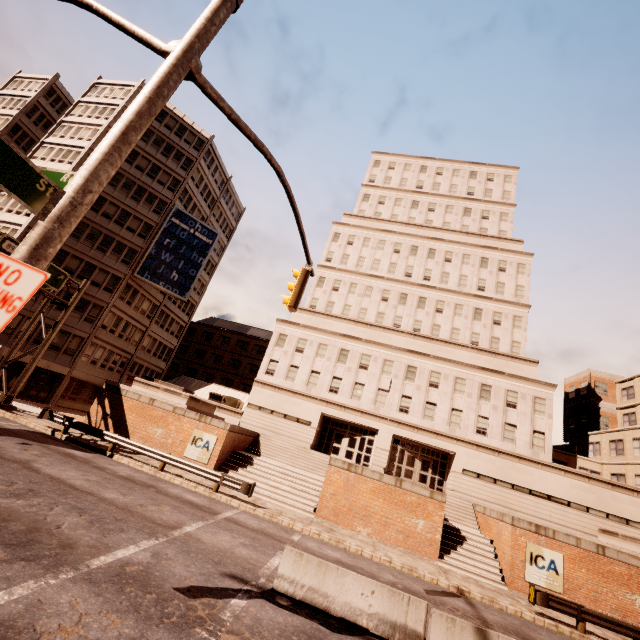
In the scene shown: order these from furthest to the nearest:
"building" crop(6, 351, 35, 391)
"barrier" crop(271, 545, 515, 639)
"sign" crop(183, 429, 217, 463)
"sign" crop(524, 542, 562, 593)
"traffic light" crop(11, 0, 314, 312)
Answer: "building" crop(6, 351, 35, 391)
"sign" crop(183, 429, 217, 463)
"sign" crop(524, 542, 562, 593)
"barrier" crop(271, 545, 515, 639)
"traffic light" crop(11, 0, 314, 312)

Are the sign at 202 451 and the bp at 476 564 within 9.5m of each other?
no

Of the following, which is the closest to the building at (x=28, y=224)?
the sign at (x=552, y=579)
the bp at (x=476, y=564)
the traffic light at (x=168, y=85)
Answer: the traffic light at (x=168, y=85)

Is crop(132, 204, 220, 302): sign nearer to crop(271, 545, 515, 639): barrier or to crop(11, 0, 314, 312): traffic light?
crop(11, 0, 314, 312): traffic light

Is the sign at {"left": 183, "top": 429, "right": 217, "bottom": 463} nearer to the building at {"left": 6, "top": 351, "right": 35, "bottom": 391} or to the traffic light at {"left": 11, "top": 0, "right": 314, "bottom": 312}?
the traffic light at {"left": 11, "top": 0, "right": 314, "bottom": 312}

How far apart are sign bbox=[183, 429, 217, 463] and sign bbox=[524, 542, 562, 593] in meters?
18.7

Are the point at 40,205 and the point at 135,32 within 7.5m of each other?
yes

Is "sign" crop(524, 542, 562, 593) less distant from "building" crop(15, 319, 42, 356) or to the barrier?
the barrier
